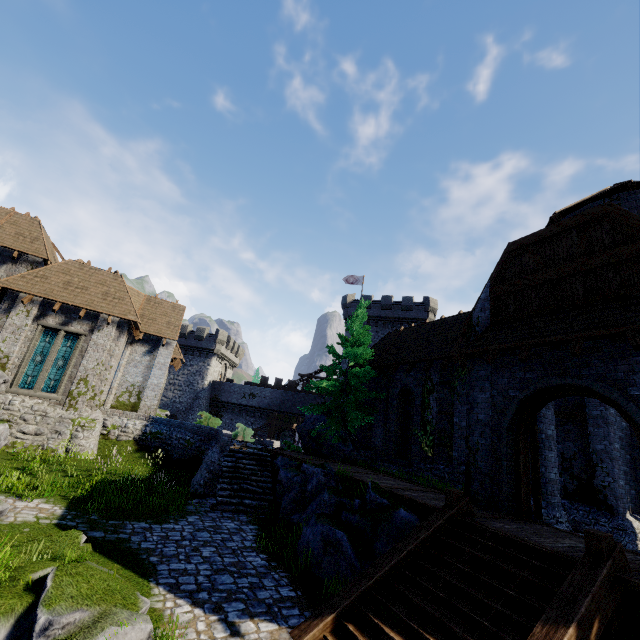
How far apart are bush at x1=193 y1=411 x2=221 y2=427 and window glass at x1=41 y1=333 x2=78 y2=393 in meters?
7.4 m

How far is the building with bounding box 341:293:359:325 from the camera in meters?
41.2 m

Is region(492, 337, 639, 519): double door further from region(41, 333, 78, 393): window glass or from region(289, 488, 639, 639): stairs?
region(41, 333, 78, 393): window glass

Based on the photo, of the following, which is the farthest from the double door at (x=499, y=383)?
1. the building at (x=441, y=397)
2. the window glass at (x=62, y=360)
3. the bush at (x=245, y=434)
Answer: the window glass at (x=62, y=360)

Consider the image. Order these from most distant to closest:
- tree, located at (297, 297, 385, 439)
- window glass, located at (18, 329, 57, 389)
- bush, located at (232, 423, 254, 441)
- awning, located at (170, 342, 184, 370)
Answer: bush, located at (232, 423, 254, 441)
awning, located at (170, 342, 184, 370)
tree, located at (297, 297, 385, 439)
window glass, located at (18, 329, 57, 389)

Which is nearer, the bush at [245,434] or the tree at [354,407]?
the tree at [354,407]

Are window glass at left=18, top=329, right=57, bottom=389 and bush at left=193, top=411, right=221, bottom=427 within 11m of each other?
yes

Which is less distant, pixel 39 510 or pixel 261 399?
pixel 39 510
